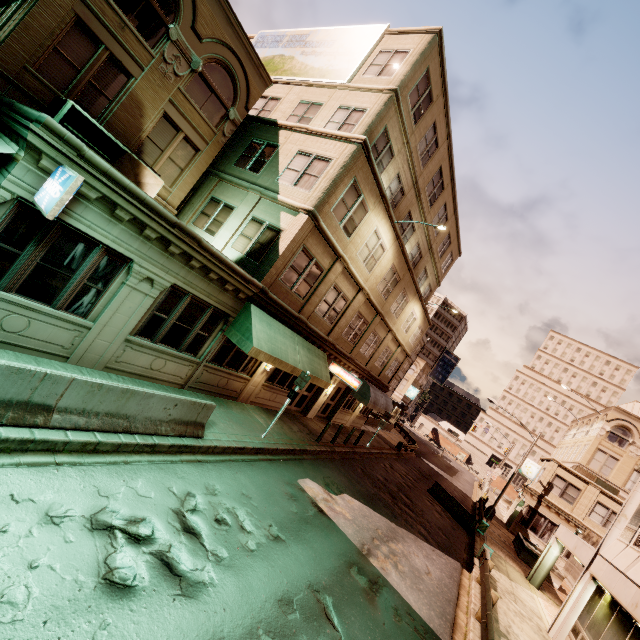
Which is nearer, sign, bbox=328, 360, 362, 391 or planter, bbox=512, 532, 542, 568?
sign, bbox=328, 360, 362, 391

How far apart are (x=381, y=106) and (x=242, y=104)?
6.7 meters

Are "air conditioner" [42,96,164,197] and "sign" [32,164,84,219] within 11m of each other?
yes

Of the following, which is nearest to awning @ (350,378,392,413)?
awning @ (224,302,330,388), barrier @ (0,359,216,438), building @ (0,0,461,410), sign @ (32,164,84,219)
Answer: building @ (0,0,461,410)

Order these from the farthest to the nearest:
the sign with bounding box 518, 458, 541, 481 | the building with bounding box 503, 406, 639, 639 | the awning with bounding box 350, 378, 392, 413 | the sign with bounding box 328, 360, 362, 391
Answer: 1. the sign with bounding box 518, 458, 541, 481
2. the awning with bounding box 350, 378, 392, 413
3. the sign with bounding box 328, 360, 362, 391
4. the building with bounding box 503, 406, 639, 639

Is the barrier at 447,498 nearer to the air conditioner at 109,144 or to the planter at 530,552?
the planter at 530,552

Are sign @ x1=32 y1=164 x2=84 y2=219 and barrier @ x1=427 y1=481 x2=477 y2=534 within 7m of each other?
no

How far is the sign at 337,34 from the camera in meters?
15.9 m
